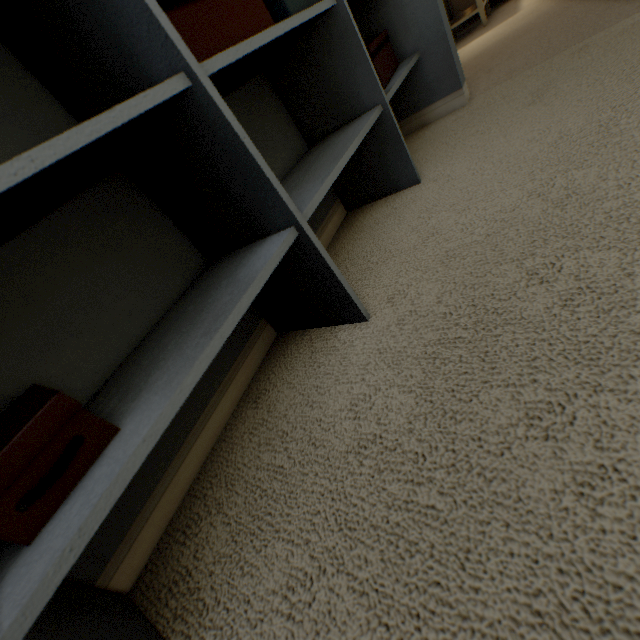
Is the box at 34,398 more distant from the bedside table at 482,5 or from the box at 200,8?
the bedside table at 482,5

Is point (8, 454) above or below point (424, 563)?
above

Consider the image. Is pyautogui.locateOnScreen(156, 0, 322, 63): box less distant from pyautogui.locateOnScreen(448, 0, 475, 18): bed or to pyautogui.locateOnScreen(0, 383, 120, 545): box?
pyautogui.locateOnScreen(0, 383, 120, 545): box

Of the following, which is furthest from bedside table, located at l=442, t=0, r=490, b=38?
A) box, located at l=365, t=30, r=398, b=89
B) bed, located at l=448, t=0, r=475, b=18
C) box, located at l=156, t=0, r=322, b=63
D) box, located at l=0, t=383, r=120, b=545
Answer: box, located at l=0, t=383, r=120, b=545

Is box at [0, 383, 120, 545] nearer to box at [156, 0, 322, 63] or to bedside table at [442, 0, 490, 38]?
box at [156, 0, 322, 63]

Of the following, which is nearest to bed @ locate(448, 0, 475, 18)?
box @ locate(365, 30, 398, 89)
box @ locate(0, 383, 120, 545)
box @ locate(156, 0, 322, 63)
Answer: box @ locate(365, 30, 398, 89)

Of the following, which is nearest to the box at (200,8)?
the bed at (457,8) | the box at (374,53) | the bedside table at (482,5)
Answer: the box at (374,53)

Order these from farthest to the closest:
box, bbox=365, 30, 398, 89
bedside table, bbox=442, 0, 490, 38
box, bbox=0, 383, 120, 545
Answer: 1. bedside table, bbox=442, 0, 490, 38
2. box, bbox=365, 30, 398, 89
3. box, bbox=0, 383, 120, 545
